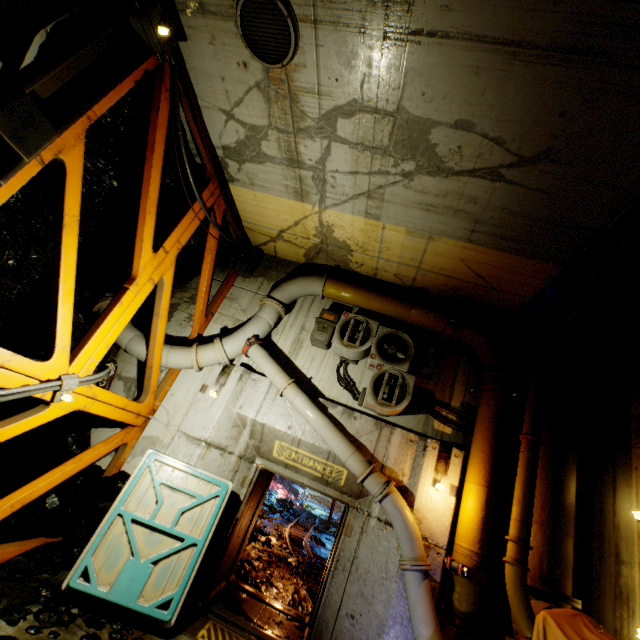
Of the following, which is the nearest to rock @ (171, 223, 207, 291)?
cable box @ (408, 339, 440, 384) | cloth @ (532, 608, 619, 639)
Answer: cloth @ (532, 608, 619, 639)

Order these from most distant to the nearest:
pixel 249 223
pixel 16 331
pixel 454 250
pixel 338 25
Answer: pixel 249 223, pixel 454 250, pixel 16 331, pixel 338 25

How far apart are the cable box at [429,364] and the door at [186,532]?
4.04m

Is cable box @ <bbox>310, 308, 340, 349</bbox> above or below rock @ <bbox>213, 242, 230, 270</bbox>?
below

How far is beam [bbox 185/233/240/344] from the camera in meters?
6.9

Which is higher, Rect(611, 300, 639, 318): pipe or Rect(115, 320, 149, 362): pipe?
Rect(611, 300, 639, 318): pipe

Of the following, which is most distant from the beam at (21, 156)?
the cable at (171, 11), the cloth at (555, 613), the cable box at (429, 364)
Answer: the cloth at (555, 613)

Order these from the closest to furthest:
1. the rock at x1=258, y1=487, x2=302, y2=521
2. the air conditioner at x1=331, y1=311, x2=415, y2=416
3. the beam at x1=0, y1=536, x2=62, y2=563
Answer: the beam at x1=0, y1=536, x2=62, y2=563 → the air conditioner at x1=331, y1=311, x2=415, y2=416 → the rock at x1=258, y1=487, x2=302, y2=521
